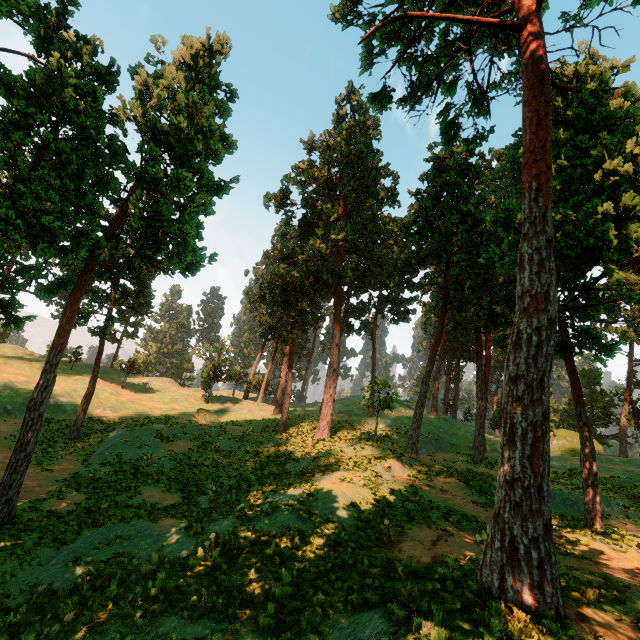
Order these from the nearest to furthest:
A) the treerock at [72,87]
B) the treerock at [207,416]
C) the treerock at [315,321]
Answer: the treerock at [315,321] → the treerock at [72,87] → the treerock at [207,416]

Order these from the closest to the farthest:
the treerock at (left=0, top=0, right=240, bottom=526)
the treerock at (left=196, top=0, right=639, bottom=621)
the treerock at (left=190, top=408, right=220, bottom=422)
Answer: the treerock at (left=196, top=0, right=639, bottom=621) → the treerock at (left=0, top=0, right=240, bottom=526) → the treerock at (left=190, top=408, right=220, bottom=422)

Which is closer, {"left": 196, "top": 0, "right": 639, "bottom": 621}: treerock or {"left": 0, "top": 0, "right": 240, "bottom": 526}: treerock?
{"left": 196, "top": 0, "right": 639, "bottom": 621}: treerock

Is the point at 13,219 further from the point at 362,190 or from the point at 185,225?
the point at 362,190

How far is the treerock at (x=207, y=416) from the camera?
35.2 meters

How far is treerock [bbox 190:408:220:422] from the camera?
35.16m
